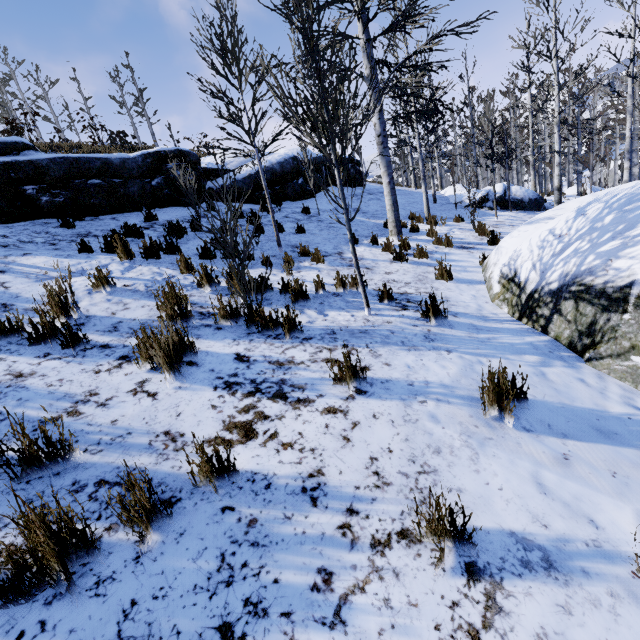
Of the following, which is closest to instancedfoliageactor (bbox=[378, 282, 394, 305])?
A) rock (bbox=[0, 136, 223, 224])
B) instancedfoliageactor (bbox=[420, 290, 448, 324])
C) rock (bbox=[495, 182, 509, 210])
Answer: instancedfoliageactor (bbox=[420, 290, 448, 324])

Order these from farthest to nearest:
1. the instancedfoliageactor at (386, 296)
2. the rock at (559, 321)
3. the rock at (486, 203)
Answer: the rock at (486, 203) < the instancedfoliageactor at (386, 296) < the rock at (559, 321)

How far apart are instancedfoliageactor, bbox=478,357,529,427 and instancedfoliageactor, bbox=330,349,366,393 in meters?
1.0

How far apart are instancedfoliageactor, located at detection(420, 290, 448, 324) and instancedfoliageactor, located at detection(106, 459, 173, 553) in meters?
3.4

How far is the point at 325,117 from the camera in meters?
3.5 m

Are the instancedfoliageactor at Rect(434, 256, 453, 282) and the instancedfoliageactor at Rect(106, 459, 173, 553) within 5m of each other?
no

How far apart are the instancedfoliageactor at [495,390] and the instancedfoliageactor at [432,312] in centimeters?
163cm

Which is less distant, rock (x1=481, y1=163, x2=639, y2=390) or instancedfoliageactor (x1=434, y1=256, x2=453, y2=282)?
rock (x1=481, y1=163, x2=639, y2=390)
